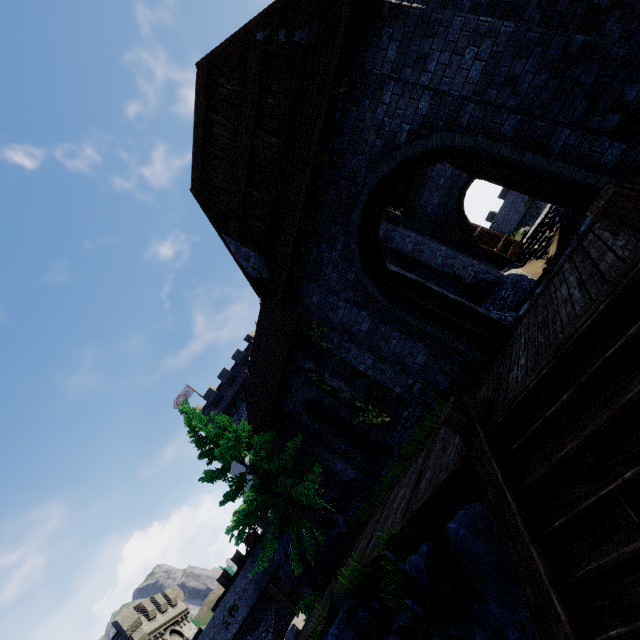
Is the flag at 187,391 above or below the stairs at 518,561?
above

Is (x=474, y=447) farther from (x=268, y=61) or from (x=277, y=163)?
(x=268, y=61)

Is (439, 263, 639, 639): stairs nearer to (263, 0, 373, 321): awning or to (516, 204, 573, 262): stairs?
(263, 0, 373, 321): awning

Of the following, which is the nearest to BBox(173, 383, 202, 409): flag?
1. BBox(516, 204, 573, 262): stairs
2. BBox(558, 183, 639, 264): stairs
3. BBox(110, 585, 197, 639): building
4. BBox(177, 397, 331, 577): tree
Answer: BBox(110, 585, 197, 639): building

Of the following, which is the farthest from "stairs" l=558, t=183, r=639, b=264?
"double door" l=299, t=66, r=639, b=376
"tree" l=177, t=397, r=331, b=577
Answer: "tree" l=177, t=397, r=331, b=577

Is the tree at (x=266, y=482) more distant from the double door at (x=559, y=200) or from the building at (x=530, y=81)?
the double door at (x=559, y=200)

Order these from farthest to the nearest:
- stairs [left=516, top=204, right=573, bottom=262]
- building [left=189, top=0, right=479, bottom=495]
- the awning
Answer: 1. stairs [left=516, top=204, right=573, bottom=262]
2. building [left=189, top=0, right=479, bottom=495]
3. the awning

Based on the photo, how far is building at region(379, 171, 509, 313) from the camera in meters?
13.6 m
